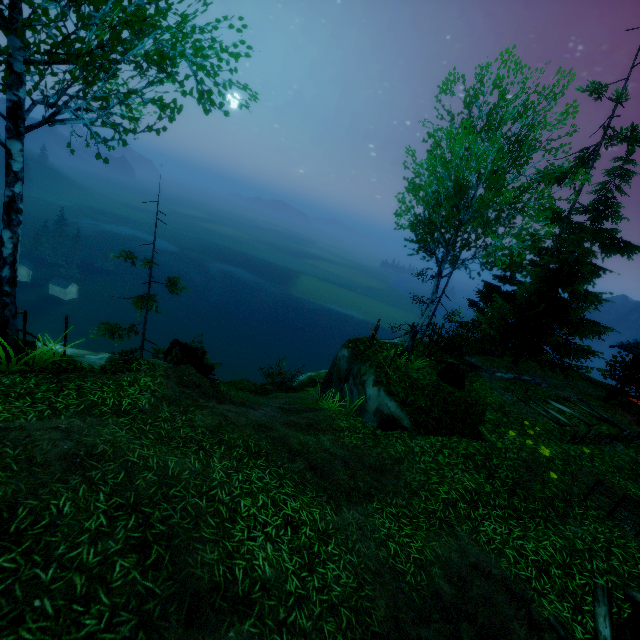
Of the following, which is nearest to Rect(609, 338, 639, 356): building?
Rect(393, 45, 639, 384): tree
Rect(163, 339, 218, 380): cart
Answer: Rect(393, 45, 639, 384): tree

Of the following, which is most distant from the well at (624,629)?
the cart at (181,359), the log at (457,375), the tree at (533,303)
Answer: the cart at (181,359)

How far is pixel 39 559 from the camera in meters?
3.3 m

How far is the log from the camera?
12.18m

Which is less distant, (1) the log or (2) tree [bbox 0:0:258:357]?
(2) tree [bbox 0:0:258:357]

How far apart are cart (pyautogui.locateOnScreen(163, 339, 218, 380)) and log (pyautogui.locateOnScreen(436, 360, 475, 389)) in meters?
8.8

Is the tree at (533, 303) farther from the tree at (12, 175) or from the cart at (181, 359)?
the cart at (181, 359)

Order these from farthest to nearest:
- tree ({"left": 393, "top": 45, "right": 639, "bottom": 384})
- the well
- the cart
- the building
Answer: the building < the cart < tree ({"left": 393, "top": 45, "right": 639, "bottom": 384}) < the well
